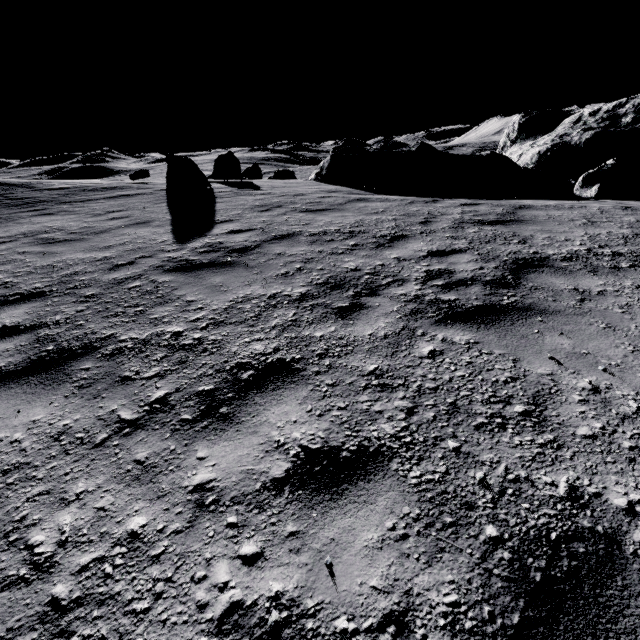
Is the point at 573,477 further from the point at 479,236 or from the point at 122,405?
the point at 479,236

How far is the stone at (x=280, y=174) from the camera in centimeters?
3912cm

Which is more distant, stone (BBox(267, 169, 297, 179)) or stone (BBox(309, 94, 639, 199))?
stone (BBox(267, 169, 297, 179))

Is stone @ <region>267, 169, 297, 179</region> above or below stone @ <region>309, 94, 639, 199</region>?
below

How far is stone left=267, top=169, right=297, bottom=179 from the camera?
39.1m

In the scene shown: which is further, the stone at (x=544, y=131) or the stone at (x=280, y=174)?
the stone at (x=280, y=174)
